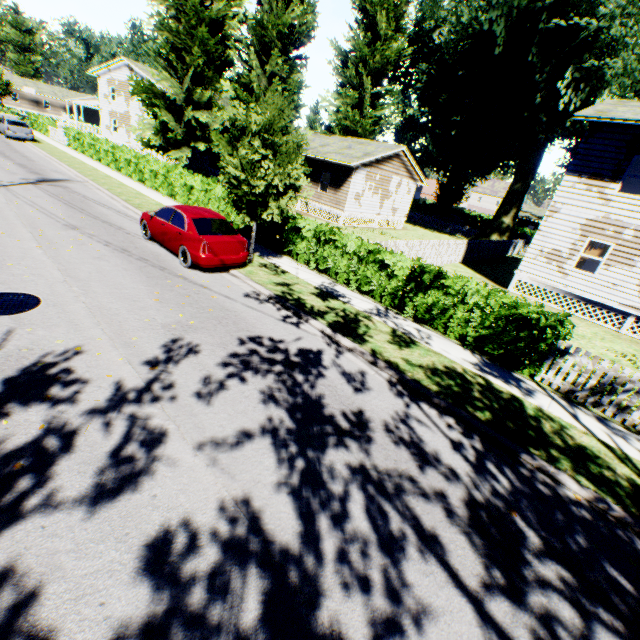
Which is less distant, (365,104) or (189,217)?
(189,217)

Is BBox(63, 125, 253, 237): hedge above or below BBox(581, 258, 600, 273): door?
below

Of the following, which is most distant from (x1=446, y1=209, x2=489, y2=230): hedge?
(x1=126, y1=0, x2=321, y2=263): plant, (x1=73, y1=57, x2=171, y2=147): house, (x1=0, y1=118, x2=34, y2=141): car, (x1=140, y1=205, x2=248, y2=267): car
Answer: (x1=140, y1=205, x2=248, y2=267): car

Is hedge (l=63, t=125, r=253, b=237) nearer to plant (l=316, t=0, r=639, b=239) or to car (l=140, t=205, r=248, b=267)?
plant (l=316, t=0, r=639, b=239)

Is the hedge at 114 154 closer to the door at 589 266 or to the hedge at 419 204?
the door at 589 266

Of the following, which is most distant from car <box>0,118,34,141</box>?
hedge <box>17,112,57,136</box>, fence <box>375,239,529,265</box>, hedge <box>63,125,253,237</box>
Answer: fence <box>375,239,529,265</box>

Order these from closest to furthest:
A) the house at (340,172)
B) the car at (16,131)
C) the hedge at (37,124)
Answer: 1. the house at (340,172)
2. the car at (16,131)
3. the hedge at (37,124)

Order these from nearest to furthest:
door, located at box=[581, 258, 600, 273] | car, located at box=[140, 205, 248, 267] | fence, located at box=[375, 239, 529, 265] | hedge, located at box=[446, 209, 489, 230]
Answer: car, located at box=[140, 205, 248, 267] → fence, located at box=[375, 239, 529, 265] → door, located at box=[581, 258, 600, 273] → hedge, located at box=[446, 209, 489, 230]
